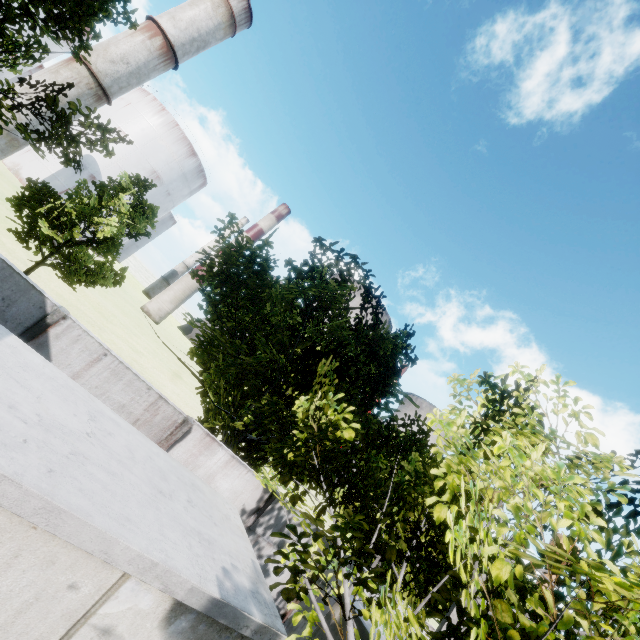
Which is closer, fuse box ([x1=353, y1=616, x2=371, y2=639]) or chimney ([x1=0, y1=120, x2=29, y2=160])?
fuse box ([x1=353, y1=616, x2=371, y2=639])

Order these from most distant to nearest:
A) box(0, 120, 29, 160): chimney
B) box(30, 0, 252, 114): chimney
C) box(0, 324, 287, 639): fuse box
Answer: box(30, 0, 252, 114): chimney → box(0, 120, 29, 160): chimney → box(0, 324, 287, 639): fuse box

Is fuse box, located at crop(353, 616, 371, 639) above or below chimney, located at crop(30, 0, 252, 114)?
below

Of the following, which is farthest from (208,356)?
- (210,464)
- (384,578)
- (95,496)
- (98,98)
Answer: (98,98)

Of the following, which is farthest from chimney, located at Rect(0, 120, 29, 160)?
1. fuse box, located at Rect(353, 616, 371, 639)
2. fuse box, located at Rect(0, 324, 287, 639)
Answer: fuse box, located at Rect(353, 616, 371, 639)

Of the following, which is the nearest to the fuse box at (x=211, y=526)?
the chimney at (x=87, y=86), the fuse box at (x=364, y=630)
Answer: the fuse box at (x=364, y=630)

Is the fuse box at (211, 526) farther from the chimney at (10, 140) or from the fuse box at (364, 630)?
the chimney at (10, 140)
